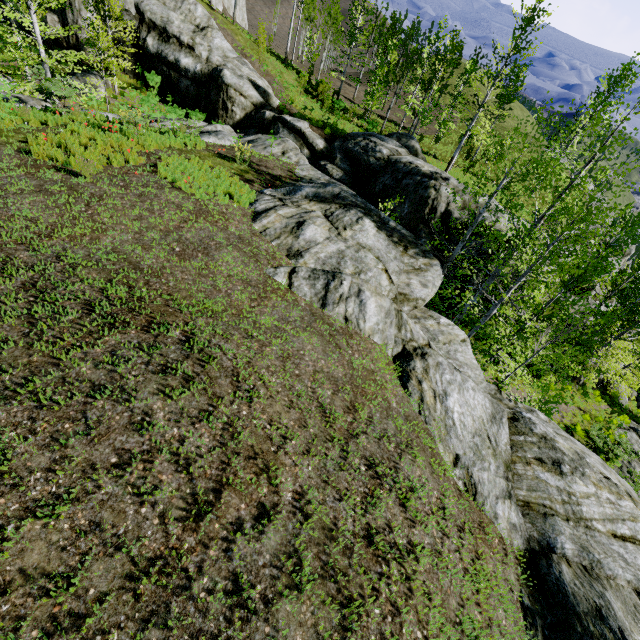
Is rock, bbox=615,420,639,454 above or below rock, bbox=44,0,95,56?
below

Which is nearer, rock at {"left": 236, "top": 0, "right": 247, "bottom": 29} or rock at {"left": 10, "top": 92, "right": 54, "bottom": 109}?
rock at {"left": 10, "top": 92, "right": 54, "bottom": 109}

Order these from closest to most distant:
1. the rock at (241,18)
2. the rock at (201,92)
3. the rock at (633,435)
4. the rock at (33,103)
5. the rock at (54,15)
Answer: the rock at (201,92)
the rock at (33,103)
the rock at (633,435)
the rock at (54,15)
the rock at (241,18)

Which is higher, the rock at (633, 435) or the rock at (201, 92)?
the rock at (201, 92)

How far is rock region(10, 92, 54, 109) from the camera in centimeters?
1150cm

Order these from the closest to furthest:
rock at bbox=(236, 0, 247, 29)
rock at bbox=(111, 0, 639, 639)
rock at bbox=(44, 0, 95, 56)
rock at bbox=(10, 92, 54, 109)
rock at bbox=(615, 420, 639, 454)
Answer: rock at bbox=(111, 0, 639, 639), rock at bbox=(10, 92, 54, 109), rock at bbox=(615, 420, 639, 454), rock at bbox=(44, 0, 95, 56), rock at bbox=(236, 0, 247, 29)

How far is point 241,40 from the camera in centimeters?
2962cm
